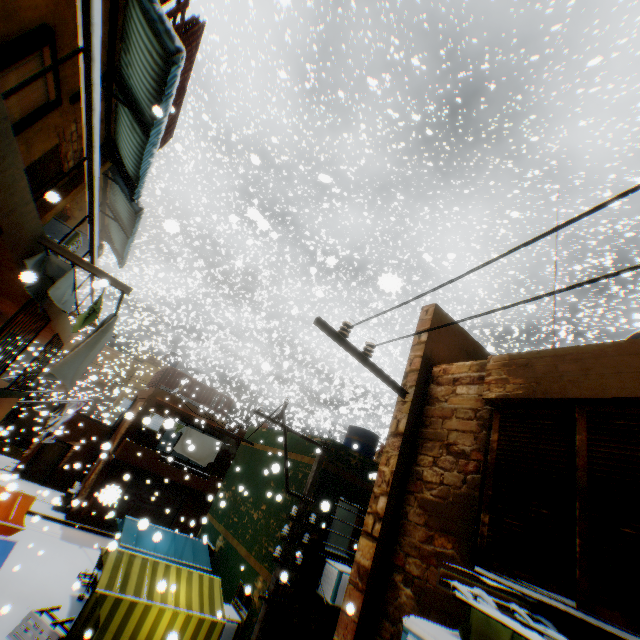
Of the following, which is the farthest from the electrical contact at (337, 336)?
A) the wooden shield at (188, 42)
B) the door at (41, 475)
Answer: the wooden shield at (188, 42)

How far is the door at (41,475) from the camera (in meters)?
19.17

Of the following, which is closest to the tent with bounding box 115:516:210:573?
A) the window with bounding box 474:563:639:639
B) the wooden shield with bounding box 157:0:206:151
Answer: the window with bounding box 474:563:639:639

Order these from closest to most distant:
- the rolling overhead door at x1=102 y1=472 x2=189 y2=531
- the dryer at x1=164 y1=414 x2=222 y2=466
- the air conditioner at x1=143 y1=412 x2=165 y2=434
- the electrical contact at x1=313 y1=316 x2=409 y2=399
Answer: the electrical contact at x1=313 y1=316 x2=409 y2=399 → the air conditioner at x1=143 y1=412 x2=165 y2=434 → the dryer at x1=164 y1=414 x2=222 y2=466 → the rolling overhead door at x1=102 y1=472 x2=189 y2=531

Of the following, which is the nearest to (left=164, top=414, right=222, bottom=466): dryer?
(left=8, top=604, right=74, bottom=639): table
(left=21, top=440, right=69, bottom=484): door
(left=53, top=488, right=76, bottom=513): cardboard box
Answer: (left=21, top=440, right=69, bottom=484): door

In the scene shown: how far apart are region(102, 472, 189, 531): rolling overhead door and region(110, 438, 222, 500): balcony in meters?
0.0

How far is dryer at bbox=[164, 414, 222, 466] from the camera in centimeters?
1605cm

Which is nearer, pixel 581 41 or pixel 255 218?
pixel 255 218
